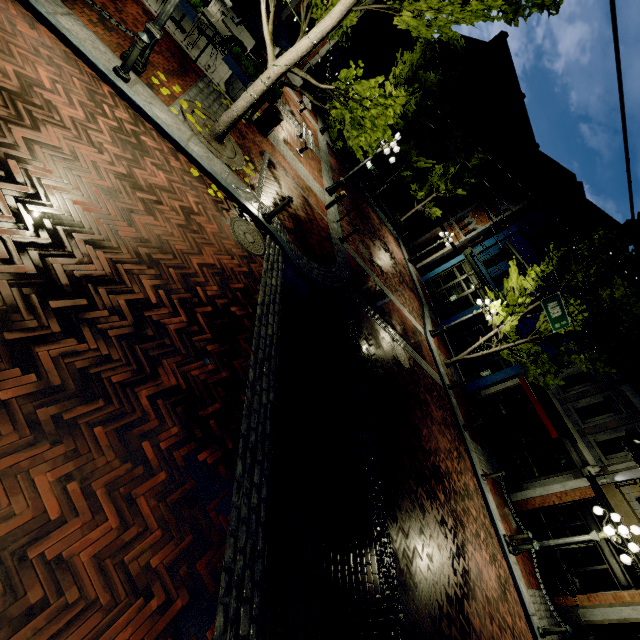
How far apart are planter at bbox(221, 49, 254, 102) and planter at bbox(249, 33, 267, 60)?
6.99m

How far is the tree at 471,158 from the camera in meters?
21.5 m

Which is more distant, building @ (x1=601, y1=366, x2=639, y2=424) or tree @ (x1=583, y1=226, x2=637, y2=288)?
building @ (x1=601, y1=366, x2=639, y2=424)

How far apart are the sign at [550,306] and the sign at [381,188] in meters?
6.6 m

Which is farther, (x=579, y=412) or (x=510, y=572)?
(x=579, y=412)

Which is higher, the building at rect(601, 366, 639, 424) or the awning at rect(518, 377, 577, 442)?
the building at rect(601, 366, 639, 424)

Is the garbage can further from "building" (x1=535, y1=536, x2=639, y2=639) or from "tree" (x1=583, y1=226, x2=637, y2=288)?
"building" (x1=535, y1=536, x2=639, y2=639)

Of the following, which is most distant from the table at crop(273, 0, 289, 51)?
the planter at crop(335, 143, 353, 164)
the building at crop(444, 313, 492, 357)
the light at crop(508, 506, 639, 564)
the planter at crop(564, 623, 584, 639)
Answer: the planter at crop(564, 623, 584, 639)
